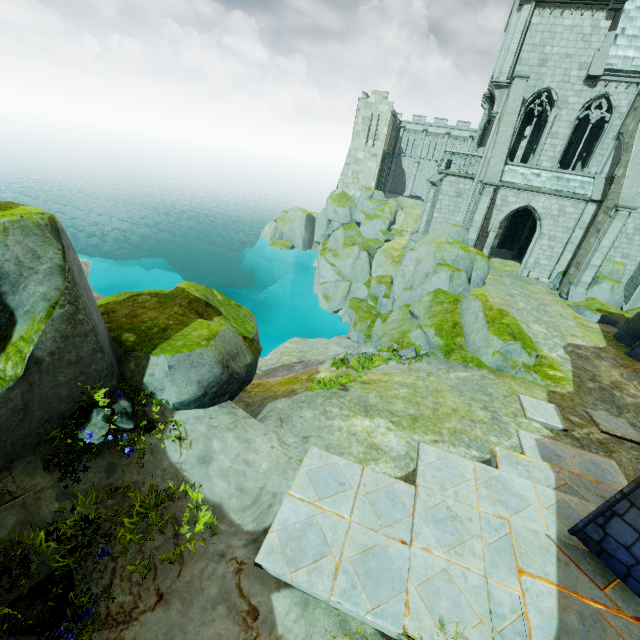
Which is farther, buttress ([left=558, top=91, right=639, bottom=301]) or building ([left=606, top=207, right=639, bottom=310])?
building ([left=606, top=207, right=639, bottom=310])

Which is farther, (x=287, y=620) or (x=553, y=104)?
(x=553, y=104)

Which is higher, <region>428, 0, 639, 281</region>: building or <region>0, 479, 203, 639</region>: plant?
<region>428, 0, 639, 281</region>: building

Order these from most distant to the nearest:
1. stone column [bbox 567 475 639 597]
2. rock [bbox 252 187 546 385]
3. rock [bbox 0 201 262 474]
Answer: rock [bbox 252 187 546 385] < stone column [bbox 567 475 639 597] < rock [bbox 0 201 262 474]

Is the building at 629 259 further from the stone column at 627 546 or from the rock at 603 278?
the stone column at 627 546

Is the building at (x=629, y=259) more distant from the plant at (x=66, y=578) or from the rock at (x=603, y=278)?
the plant at (x=66, y=578)

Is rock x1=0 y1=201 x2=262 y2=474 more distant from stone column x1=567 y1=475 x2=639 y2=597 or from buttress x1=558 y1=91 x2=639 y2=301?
buttress x1=558 y1=91 x2=639 y2=301

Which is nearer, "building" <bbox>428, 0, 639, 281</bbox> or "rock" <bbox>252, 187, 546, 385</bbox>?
"rock" <bbox>252, 187, 546, 385</bbox>
